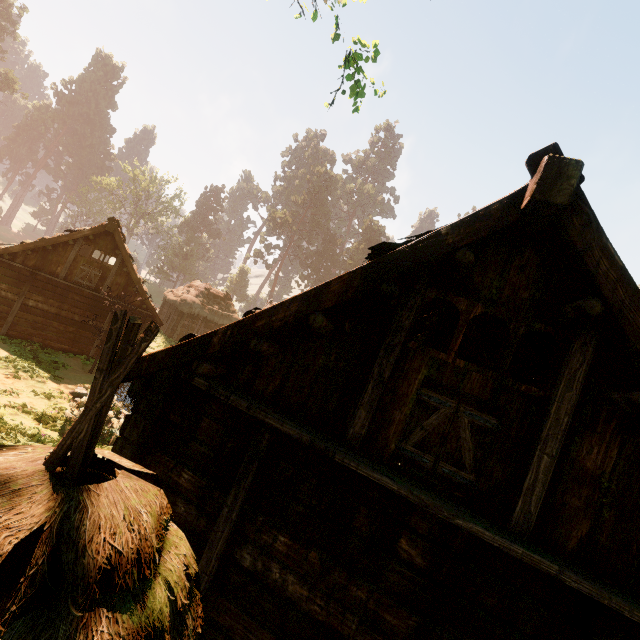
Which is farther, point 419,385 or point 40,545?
point 419,385

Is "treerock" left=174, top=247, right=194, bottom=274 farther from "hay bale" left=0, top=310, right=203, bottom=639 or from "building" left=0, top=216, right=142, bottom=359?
"hay bale" left=0, top=310, right=203, bottom=639

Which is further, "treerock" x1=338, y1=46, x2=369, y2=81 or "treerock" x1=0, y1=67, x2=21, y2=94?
"treerock" x1=0, y1=67, x2=21, y2=94

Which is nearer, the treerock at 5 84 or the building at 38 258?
the building at 38 258

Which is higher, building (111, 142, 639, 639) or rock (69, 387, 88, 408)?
building (111, 142, 639, 639)

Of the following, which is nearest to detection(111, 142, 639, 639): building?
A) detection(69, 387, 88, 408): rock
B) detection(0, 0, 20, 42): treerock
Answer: detection(0, 0, 20, 42): treerock

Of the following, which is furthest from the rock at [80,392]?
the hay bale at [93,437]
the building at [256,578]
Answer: the hay bale at [93,437]

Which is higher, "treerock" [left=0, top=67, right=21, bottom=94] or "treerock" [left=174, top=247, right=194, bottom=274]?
"treerock" [left=0, top=67, right=21, bottom=94]
